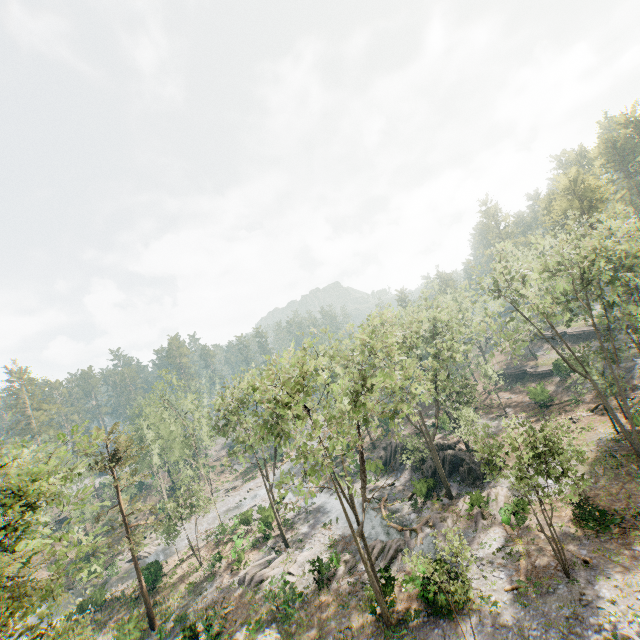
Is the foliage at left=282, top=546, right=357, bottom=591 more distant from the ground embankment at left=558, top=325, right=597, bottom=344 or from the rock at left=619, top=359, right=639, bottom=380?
the ground embankment at left=558, top=325, right=597, bottom=344

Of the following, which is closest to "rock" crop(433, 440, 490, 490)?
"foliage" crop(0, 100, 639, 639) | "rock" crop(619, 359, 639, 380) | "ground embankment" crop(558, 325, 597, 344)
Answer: "foliage" crop(0, 100, 639, 639)

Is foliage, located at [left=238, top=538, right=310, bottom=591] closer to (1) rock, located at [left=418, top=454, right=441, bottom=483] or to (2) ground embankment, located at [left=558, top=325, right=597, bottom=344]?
(1) rock, located at [left=418, top=454, right=441, bottom=483]

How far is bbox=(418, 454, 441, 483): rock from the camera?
34.36m

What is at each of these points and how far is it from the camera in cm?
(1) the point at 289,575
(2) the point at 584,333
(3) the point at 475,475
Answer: (1) foliage, 2880
(2) ground embankment, 5253
(3) rock, 3170

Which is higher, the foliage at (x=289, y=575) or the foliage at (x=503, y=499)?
the foliage at (x=503, y=499)

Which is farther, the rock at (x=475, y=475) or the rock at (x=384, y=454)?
the rock at (x=384, y=454)
